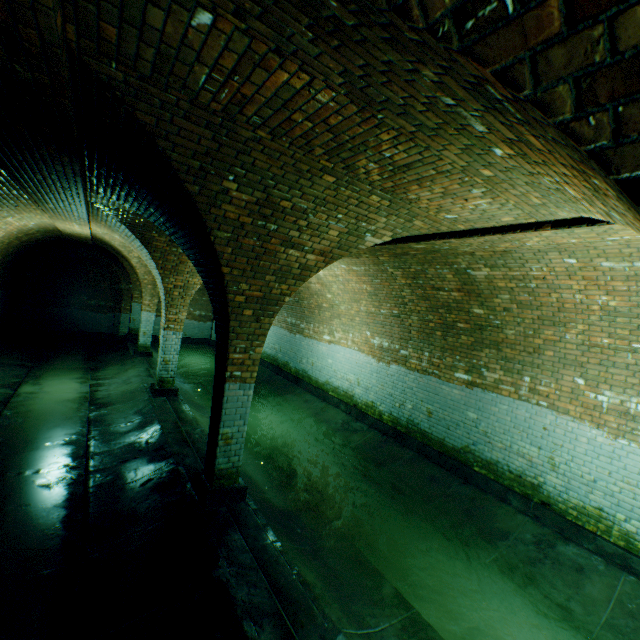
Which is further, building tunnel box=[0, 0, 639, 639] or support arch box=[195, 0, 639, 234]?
building tunnel box=[0, 0, 639, 639]

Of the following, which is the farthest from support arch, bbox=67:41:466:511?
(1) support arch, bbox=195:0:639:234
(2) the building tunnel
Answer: (1) support arch, bbox=195:0:639:234

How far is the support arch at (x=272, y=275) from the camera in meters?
2.4

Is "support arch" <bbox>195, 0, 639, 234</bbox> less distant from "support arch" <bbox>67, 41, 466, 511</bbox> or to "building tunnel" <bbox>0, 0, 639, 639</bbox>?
"building tunnel" <bbox>0, 0, 639, 639</bbox>

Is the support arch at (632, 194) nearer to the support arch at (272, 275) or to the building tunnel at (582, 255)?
the building tunnel at (582, 255)

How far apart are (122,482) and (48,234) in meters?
11.0 m

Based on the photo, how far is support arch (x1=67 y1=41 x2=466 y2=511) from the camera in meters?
2.4

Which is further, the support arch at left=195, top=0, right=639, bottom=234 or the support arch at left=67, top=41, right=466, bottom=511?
the support arch at left=67, top=41, right=466, bottom=511
